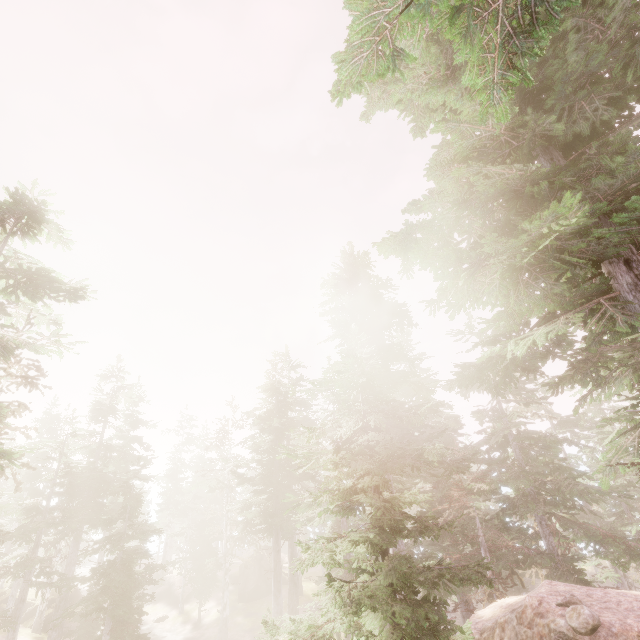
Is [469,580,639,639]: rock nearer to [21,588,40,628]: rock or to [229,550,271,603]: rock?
[229,550,271,603]: rock

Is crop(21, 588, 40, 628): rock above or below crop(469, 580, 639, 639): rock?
below

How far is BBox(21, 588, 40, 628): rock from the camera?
33.6 meters

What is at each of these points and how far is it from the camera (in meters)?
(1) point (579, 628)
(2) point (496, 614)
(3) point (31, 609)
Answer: (1) instancedfoliageactor, 7.87
(2) rock, 11.48
(3) rock, 34.81

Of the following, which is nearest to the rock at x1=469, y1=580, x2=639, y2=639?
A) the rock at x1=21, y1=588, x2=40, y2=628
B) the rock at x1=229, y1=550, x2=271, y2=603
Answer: the rock at x1=229, y1=550, x2=271, y2=603

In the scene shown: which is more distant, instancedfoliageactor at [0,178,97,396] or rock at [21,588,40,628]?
rock at [21,588,40,628]

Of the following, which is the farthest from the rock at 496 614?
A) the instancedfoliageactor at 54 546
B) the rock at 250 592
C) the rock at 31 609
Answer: the rock at 31 609

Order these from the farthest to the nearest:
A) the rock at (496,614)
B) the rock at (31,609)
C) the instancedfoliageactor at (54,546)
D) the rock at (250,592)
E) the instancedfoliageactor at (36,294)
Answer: the rock at (250,592), the rock at (31,609), the instancedfoliageactor at (36,294), the rock at (496,614), the instancedfoliageactor at (54,546)
